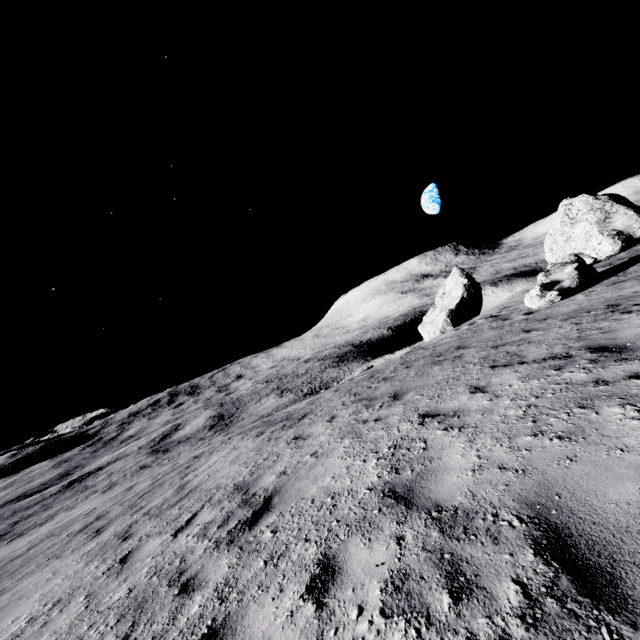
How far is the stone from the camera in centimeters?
2980cm

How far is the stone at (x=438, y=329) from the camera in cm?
2980

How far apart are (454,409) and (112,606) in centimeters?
545cm
